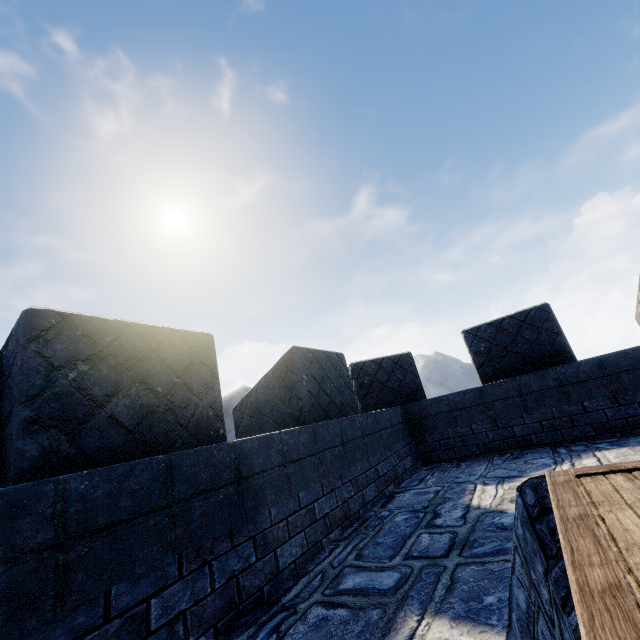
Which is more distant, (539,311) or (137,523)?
(539,311)
